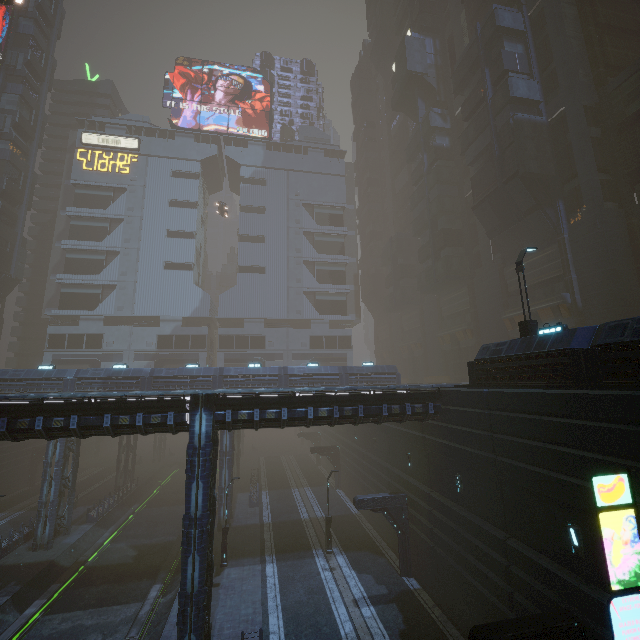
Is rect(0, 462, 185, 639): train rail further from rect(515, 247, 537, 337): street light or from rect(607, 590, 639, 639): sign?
rect(515, 247, 537, 337): street light

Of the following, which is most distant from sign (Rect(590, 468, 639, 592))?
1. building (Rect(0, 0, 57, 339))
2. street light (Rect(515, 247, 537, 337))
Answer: street light (Rect(515, 247, 537, 337))

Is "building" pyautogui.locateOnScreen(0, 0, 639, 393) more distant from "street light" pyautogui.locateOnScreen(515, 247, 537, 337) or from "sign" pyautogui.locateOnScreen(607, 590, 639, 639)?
"street light" pyautogui.locateOnScreen(515, 247, 537, 337)

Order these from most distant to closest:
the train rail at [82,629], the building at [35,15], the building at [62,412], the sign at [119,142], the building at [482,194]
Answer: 1. the sign at [119,142]
2. the building at [35,15]
3. the building at [482,194]
4. the train rail at [82,629]
5. the building at [62,412]

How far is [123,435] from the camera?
40.69m

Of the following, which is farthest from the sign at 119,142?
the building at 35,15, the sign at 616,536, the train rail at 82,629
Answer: the sign at 616,536

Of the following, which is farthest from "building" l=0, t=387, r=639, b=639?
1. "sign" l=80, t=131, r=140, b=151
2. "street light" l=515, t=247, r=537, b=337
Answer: "street light" l=515, t=247, r=537, b=337
